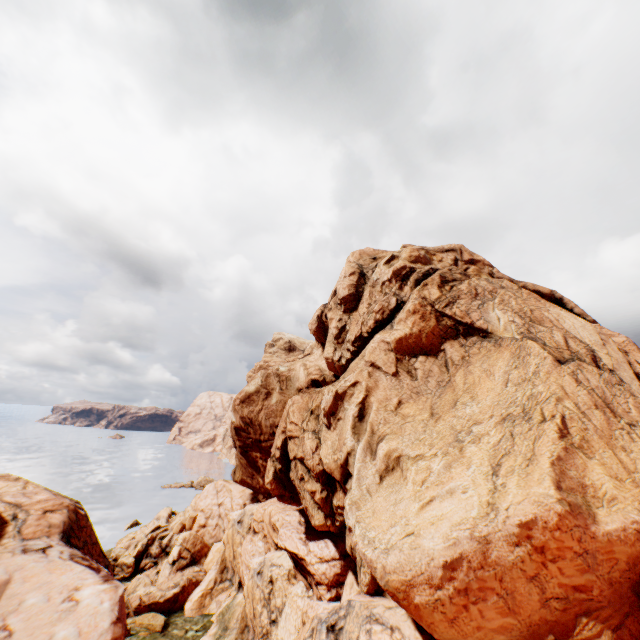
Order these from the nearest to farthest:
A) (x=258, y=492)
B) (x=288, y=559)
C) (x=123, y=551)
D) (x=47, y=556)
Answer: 1. (x=47, y=556)
2. (x=288, y=559)
3. (x=258, y=492)
4. (x=123, y=551)
